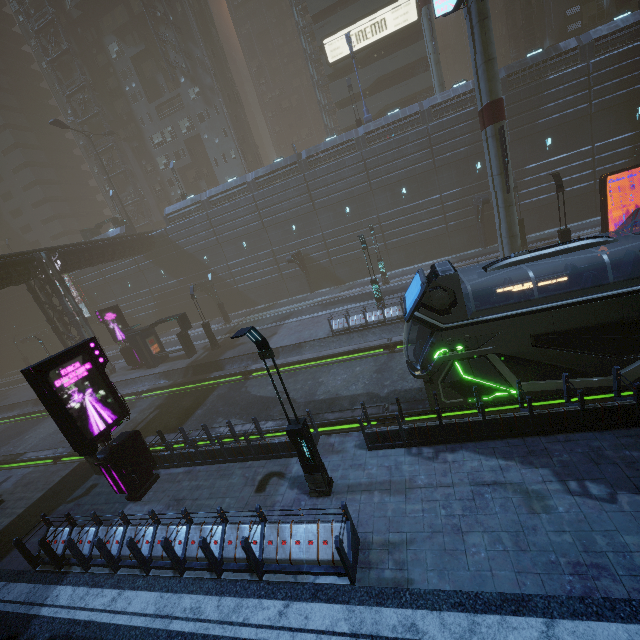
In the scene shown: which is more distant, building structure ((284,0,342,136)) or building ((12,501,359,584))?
building structure ((284,0,342,136))

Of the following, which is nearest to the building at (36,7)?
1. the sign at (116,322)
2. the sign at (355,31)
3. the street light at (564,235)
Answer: the sign at (355,31)

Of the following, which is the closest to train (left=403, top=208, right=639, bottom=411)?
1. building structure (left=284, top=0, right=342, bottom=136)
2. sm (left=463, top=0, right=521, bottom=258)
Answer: sm (left=463, top=0, right=521, bottom=258)

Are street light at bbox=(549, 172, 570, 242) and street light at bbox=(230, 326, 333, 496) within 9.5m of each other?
no

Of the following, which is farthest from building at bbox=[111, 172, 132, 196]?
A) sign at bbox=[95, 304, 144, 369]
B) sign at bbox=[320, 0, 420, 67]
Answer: sign at bbox=[95, 304, 144, 369]

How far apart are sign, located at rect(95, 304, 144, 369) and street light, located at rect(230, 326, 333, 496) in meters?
25.0 m

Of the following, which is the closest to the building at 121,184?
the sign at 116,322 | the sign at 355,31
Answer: the sign at 355,31

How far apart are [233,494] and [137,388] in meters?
18.8
